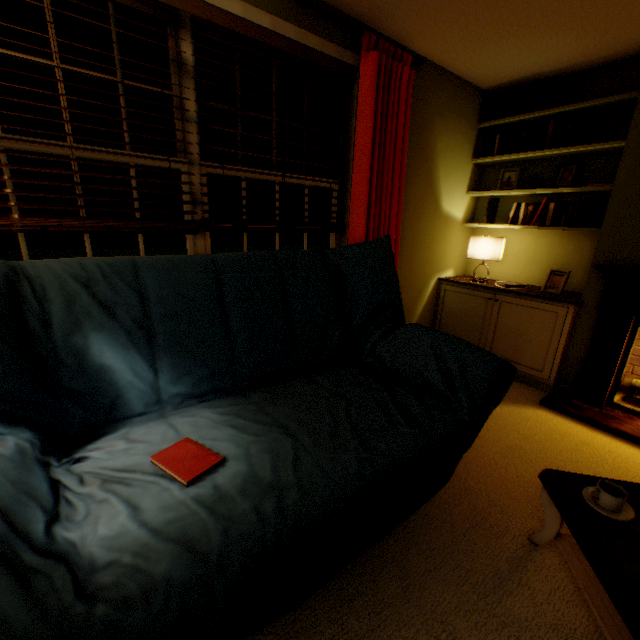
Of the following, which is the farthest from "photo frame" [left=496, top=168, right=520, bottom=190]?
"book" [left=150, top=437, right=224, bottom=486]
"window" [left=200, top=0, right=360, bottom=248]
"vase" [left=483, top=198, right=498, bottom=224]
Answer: "book" [left=150, top=437, right=224, bottom=486]

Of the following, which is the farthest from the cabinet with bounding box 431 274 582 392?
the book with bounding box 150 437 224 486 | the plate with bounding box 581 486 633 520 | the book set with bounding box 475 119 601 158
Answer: the book with bounding box 150 437 224 486

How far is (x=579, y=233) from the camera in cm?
275

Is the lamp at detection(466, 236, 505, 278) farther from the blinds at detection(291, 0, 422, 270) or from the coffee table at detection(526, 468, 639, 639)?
the coffee table at detection(526, 468, 639, 639)

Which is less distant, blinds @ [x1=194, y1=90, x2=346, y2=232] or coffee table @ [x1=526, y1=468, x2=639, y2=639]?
coffee table @ [x1=526, y1=468, x2=639, y2=639]

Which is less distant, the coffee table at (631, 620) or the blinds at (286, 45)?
the coffee table at (631, 620)

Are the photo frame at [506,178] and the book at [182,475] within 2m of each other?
no

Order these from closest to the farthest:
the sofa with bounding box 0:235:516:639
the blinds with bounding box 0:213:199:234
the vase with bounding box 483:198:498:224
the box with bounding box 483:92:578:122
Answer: the sofa with bounding box 0:235:516:639
the blinds with bounding box 0:213:199:234
the box with bounding box 483:92:578:122
the vase with bounding box 483:198:498:224
